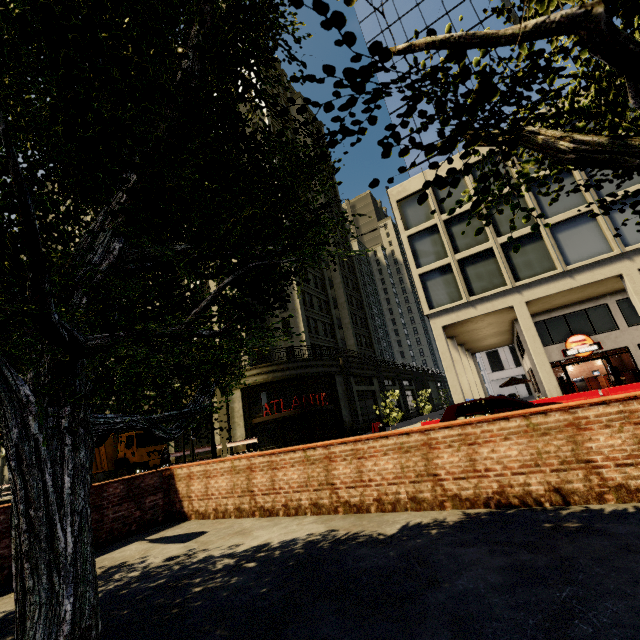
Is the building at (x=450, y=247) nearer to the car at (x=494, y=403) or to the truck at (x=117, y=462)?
the truck at (x=117, y=462)

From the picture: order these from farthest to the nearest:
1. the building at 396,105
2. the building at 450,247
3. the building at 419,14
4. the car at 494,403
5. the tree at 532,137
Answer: the building at 396,105 → the building at 419,14 → the building at 450,247 → the car at 494,403 → the tree at 532,137

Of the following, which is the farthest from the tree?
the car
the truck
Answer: the car

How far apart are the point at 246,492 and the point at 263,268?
6.1m

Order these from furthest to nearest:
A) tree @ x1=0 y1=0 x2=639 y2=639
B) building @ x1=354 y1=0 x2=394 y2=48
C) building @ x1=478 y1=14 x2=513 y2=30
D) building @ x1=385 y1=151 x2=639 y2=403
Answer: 1. building @ x1=354 y1=0 x2=394 y2=48
2. building @ x1=478 y1=14 x2=513 y2=30
3. building @ x1=385 y1=151 x2=639 y2=403
4. tree @ x1=0 y1=0 x2=639 y2=639

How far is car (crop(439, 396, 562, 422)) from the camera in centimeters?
952cm

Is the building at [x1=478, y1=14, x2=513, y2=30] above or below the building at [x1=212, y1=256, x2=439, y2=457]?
above
